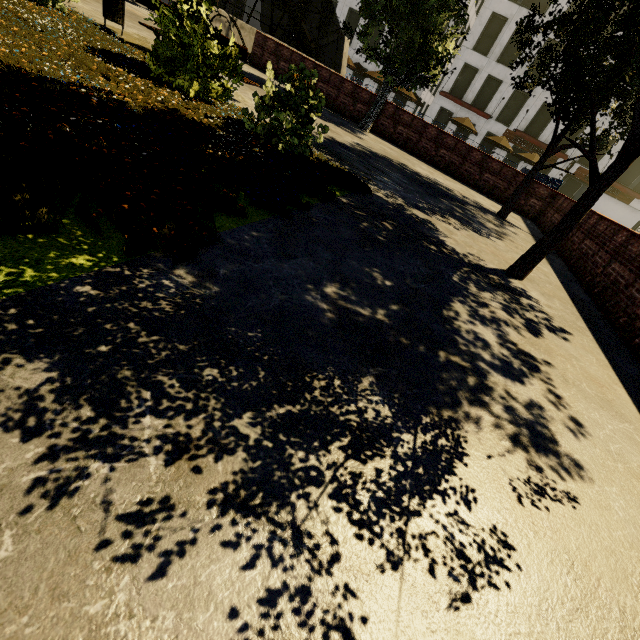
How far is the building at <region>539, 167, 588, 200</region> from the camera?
32.8 meters

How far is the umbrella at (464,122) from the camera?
27.1 meters

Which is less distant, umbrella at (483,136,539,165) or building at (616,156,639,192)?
umbrella at (483,136,539,165)

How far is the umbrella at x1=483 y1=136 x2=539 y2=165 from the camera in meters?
26.4

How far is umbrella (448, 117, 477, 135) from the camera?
27.1 meters

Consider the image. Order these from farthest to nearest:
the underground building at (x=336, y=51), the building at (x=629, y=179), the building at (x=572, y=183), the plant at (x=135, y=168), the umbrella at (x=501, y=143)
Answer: the building at (x=572, y=183) → the building at (x=629, y=179) → the umbrella at (x=501, y=143) → the underground building at (x=336, y=51) → the plant at (x=135, y=168)

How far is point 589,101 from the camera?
7.4 meters

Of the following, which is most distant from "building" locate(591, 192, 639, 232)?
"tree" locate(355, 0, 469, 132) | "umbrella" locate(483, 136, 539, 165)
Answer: "tree" locate(355, 0, 469, 132)
